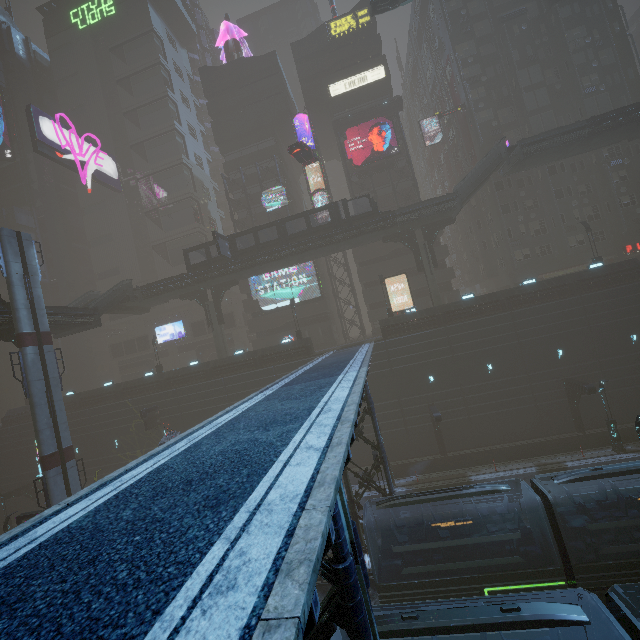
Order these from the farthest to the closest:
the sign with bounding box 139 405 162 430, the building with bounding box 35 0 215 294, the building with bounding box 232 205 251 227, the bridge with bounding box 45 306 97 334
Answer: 1. the building with bounding box 35 0 215 294
2. the building with bounding box 232 205 251 227
3. the sign with bounding box 139 405 162 430
4. the bridge with bounding box 45 306 97 334

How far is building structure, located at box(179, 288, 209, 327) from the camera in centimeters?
3978cm

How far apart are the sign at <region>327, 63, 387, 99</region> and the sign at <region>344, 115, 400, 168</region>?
5.6 meters

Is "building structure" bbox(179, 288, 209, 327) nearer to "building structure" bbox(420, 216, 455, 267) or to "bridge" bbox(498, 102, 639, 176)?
"building structure" bbox(420, 216, 455, 267)

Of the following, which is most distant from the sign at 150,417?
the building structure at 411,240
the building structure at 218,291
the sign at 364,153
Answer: the sign at 364,153

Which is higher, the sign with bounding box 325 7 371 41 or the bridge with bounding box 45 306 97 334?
the sign with bounding box 325 7 371 41

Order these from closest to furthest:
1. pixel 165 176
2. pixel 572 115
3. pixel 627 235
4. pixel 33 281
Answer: pixel 33 281, pixel 627 235, pixel 572 115, pixel 165 176

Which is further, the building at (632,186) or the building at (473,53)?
the building at (473,53)
